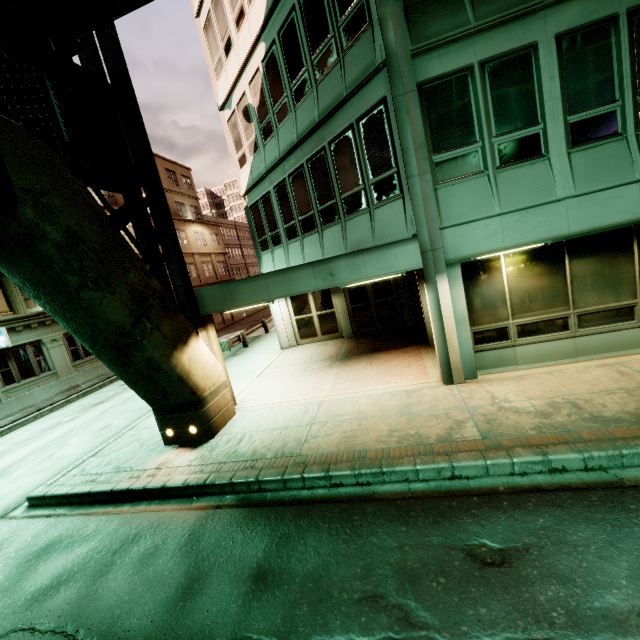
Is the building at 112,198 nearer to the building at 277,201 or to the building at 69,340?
the building at 69,340

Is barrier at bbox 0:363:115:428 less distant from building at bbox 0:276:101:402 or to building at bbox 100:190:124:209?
building at bbox 0:276:101:402

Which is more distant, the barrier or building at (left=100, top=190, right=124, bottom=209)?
building at (left=100, top=190, right=124, bottom=209)

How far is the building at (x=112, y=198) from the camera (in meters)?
26.19

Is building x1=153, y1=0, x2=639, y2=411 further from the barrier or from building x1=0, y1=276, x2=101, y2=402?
building x1=0, y1=276, x2=101, y2=402

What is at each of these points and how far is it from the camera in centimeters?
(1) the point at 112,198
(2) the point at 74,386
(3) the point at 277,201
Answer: (1) building, 2691cm
(2) barrier, 1723cm
(3) building, 1262cm

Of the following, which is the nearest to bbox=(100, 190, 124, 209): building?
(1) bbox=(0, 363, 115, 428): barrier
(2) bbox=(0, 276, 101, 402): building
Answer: (2) bbox=(0, 276, 101, 402): building

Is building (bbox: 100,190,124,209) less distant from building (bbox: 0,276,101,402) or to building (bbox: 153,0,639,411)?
building (bbox: 0,276,101,402)
